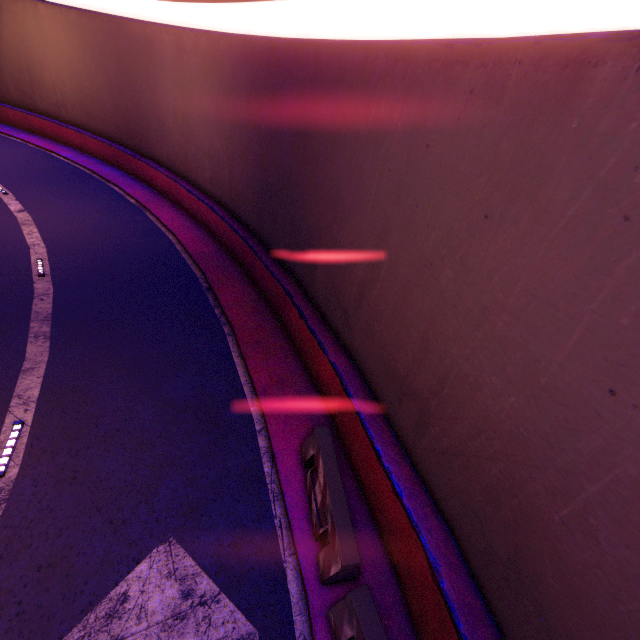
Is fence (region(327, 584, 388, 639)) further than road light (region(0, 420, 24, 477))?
No

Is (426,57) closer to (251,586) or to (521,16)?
(521,16)

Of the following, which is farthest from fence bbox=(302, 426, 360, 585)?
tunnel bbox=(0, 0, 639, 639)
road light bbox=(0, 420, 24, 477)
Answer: road light bbox=(0, 420, 24, 477)

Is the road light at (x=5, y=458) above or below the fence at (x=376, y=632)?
below

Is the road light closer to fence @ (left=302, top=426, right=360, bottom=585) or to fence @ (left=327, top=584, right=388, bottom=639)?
fence @ (left=302, top=426, right=360, bottom=585)

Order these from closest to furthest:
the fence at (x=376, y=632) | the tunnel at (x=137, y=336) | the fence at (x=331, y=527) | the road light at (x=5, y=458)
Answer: the tunnel at (x=137, y=336) → the fence at (x=376, y=632) → the fence at (x=331, y=527) → the road light at (x=5, y=458)

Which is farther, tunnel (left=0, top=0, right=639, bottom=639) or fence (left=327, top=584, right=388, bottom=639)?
fence (left=327, top=584, right=388, bottom=639)
